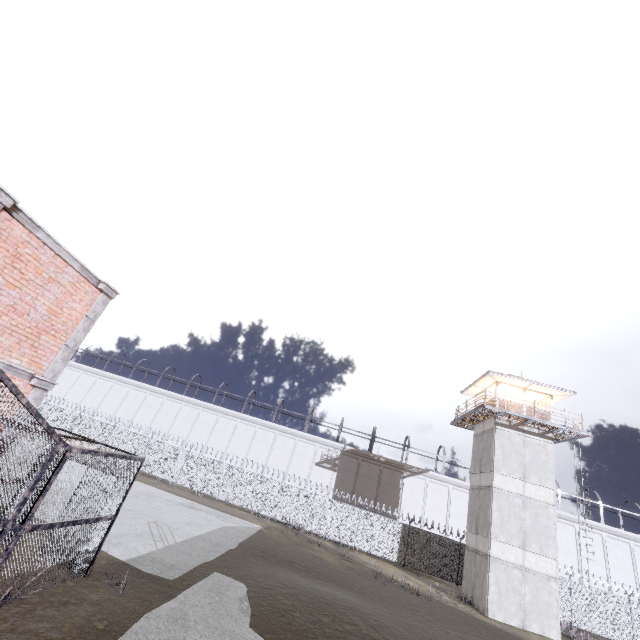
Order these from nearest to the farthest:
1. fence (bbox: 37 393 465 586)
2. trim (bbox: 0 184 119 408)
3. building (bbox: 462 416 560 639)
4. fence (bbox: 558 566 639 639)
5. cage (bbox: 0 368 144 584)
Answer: cage (bbox: 0 368 144 584)
trim (bbox: 0 184 119 408)
building (bbox: 462 416 560 639)
fence (bbox: 558 566 639 639)
fence (bbox: 37 393 465 586)

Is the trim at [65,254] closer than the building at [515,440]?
Yes

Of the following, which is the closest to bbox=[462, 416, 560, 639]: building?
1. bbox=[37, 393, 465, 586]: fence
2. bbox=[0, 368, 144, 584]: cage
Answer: bbox=[37, 393, 465, 586]: fence

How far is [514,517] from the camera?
20.9m

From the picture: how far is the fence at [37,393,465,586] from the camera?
25.1 meters

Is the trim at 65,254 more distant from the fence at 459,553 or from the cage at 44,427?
the fence at 459,553

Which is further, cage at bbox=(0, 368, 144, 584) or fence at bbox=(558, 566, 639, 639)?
fence at bbox=(558, 566, 639, 639)

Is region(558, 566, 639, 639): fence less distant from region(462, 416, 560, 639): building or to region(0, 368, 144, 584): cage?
region(462, 416, 560, 639): building
